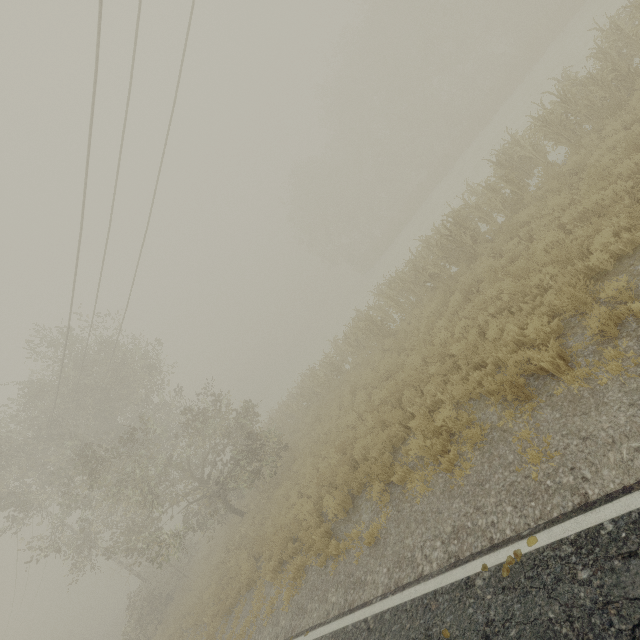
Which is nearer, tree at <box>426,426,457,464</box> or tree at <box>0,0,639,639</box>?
tree at <box>426,426,457,464</box>

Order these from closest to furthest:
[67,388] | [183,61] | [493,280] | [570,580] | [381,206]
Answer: [570,580] < [183,61] < [493,280] < [67,388] < [381,206]

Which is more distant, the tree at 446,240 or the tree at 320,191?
the tree at 320,191

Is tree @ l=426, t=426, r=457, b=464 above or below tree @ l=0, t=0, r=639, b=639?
below

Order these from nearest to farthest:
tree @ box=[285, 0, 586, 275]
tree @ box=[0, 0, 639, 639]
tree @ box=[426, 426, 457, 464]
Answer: tree @ box=[426, 426, 457, 464] → tree @ box=[0, 0, 639, 639] → tree @ box=[285, 0, 586, 275]

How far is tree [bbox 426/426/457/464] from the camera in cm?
674

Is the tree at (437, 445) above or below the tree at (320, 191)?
below
